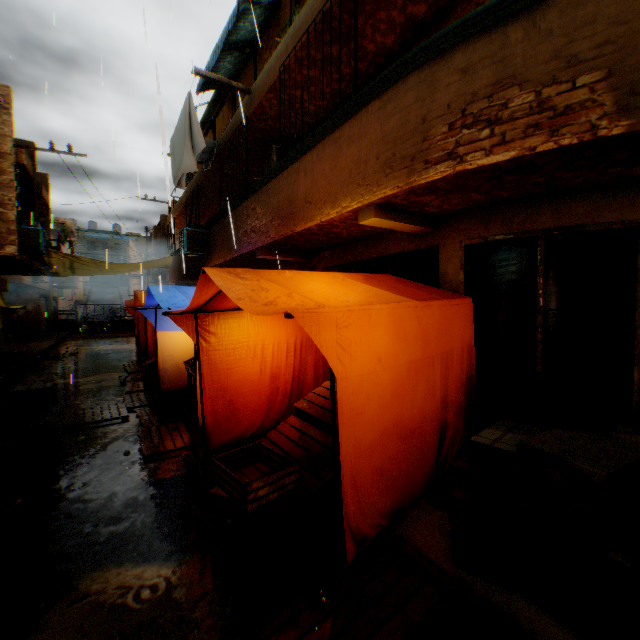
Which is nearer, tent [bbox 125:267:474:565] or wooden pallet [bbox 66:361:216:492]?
tent [bbox 125:267:474:565]

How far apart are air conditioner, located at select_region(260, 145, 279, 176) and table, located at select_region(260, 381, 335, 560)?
5.73m

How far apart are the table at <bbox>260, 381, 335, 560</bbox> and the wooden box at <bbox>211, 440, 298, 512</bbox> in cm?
7

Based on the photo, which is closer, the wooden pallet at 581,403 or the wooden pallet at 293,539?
the wooden pallet at 293,539

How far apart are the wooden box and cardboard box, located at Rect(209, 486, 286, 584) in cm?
2

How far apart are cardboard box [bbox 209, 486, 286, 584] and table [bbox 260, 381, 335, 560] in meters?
Answer: 0.1 m

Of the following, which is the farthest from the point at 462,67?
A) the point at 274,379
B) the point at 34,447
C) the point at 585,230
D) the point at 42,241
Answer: the point at 42,241

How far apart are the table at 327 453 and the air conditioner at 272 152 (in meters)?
5.73
